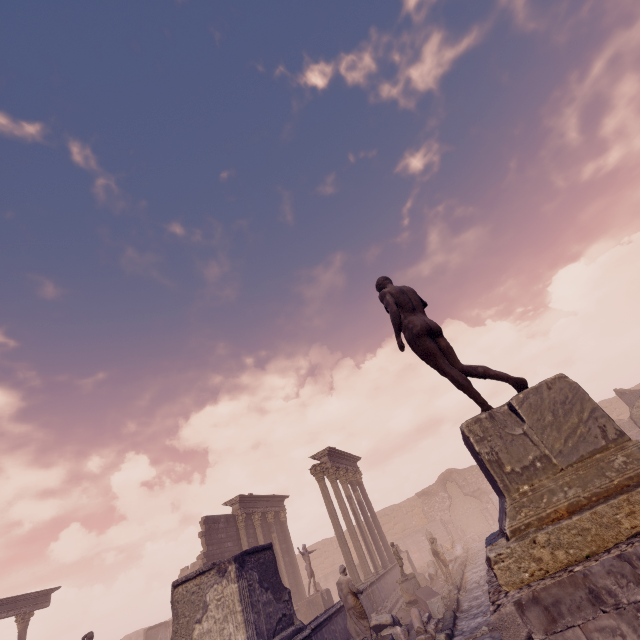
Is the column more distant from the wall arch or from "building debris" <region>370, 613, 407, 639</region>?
the wall arch

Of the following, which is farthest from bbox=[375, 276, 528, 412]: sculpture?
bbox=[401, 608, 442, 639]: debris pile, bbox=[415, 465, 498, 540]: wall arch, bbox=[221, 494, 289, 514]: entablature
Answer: bbox=[415, 465, 498, 540]: wall arch

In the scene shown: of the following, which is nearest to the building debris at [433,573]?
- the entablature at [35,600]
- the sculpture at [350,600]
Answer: the sculpture at [350,600]

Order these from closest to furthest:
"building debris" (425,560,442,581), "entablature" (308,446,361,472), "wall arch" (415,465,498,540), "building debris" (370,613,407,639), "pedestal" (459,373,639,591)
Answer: "pedestal" (459,373,639,591)
"building debris" (370,613,407,639)
"building debris" (425,560,442,581)
"entablature" (308,446,361,472)
"wall arch" (415,465,498,540)

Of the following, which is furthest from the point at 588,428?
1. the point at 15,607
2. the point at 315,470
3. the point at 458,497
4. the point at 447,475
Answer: the point at 458,497

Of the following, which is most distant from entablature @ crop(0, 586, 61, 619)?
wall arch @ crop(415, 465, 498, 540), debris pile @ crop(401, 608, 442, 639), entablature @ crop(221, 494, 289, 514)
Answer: wall arch @ crop(415, 465, 498, 540)

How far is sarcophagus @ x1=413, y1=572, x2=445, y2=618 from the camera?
11.5 meters

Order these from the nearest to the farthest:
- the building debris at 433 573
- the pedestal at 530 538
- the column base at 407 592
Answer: the pedestal at 530 538, the column base at 407 592, the building debris at 433 573
